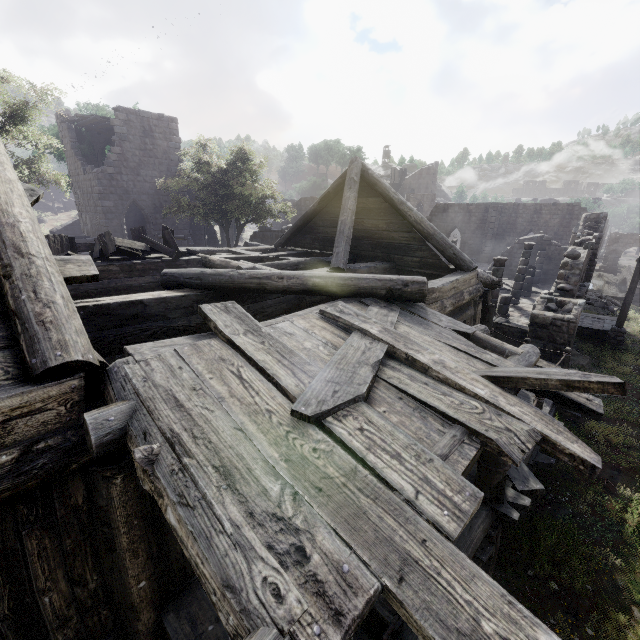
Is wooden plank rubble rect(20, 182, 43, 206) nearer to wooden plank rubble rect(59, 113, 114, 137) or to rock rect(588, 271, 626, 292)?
wooden plank rubble rect(59, 113, 114, 137)

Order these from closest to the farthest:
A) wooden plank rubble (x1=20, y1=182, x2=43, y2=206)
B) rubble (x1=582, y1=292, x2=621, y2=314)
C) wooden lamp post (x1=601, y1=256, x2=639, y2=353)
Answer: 1. wooden plank rubble (x1=20, y1=182, x2=43, y2=206)
2. wooden lamp post (x1=601, y1=256, x2=639, y2=353)
3. rubble (x1=582, y1=292, x2=621, y2=314)

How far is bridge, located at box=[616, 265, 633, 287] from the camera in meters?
41.4 m

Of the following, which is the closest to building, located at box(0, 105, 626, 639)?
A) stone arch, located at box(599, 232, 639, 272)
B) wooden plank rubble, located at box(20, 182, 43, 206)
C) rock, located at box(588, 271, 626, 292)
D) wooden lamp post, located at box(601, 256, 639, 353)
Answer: wooden plank rubble, located at box(20, 182, 43, 206)

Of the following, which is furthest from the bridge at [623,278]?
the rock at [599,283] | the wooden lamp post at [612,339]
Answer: the wooden lamp post at [612,339]

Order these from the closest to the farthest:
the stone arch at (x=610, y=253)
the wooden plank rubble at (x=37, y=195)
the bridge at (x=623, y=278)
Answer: the wooden plank rubble at (x=37, y=195) < the bridge at (x=623, y=278) < the stone arch at (x=610, y=253)

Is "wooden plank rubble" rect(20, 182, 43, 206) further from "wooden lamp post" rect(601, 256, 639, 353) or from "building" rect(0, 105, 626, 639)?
"wooden lamp post" rect(601, 256, 639, 353)

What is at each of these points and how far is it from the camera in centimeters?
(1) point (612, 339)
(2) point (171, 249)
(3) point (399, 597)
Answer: (1) wooden lamp post, 1636cm
(2) broken furniture, 932cm
(3) building, 163cm
